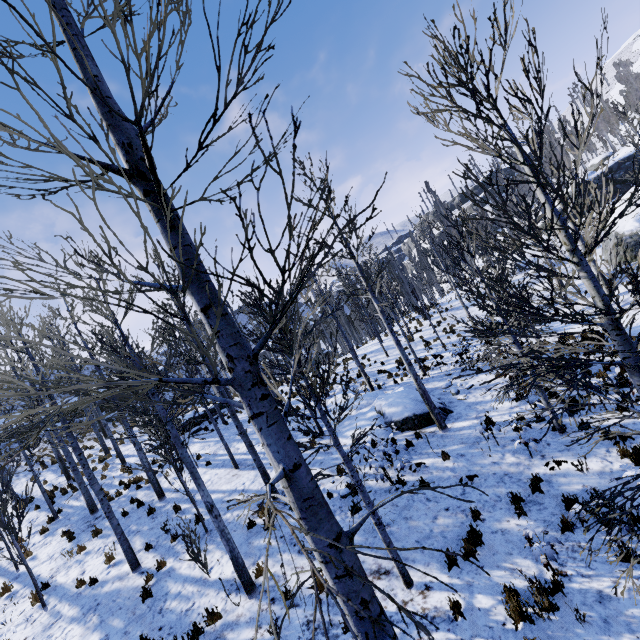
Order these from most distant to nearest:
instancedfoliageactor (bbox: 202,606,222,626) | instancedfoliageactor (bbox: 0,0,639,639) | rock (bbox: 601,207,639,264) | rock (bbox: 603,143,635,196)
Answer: rock (bbox: 603,143,635,196)
rock (bbox: 601,207,639,264)
instancedfoliageactor (bbox: 202,606,222,626)
instancedfoliageactor (bbox: 0,0,639,639)

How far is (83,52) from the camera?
1.9 meters

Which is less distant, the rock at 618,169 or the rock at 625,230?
the rock at 625,230

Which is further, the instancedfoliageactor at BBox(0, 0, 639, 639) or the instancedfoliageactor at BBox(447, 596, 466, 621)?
the instancedfoliageactor at BBox(447, 596, 466, 621)

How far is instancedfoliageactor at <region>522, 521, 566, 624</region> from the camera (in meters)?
4.48

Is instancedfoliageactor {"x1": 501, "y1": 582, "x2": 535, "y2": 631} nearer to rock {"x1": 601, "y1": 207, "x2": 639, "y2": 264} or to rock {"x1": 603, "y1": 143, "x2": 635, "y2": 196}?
rock {"x1": 603, "y1": 143, "x2": 635, "y2": 196}

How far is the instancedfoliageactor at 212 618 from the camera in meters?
6.6 m

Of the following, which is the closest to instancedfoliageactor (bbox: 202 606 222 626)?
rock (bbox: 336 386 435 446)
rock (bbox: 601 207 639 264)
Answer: rock (bbox: 601 207 639 264)
